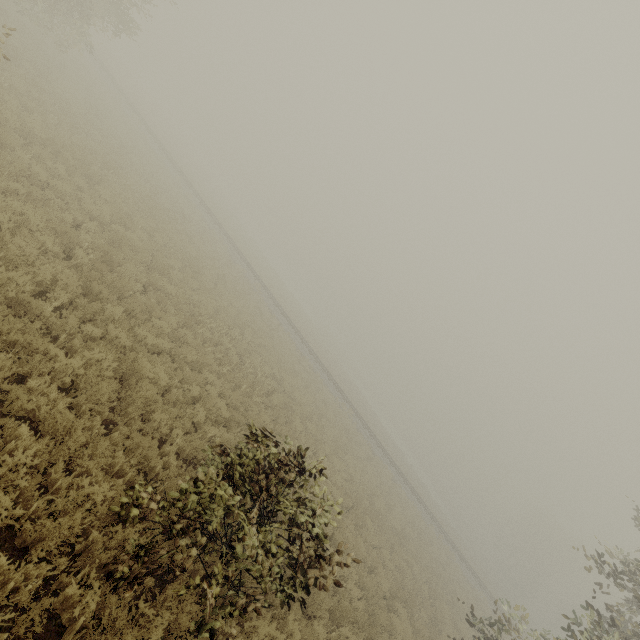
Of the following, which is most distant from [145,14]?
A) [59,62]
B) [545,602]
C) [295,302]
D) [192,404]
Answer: [545,602]
